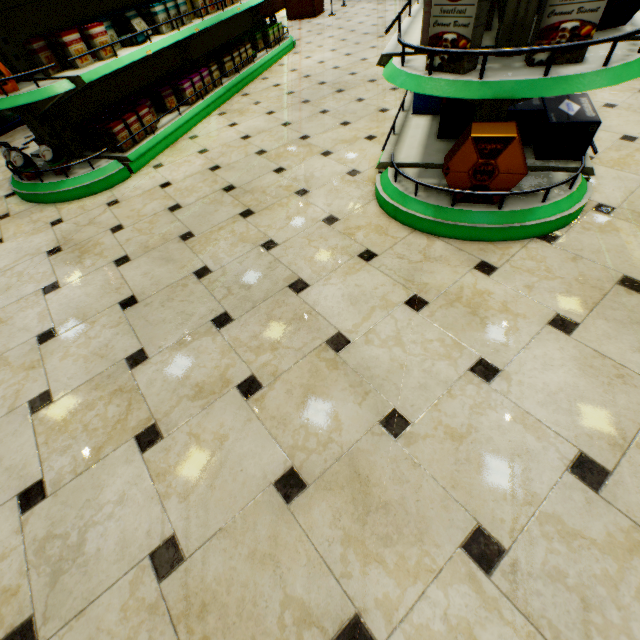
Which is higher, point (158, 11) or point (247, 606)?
point (158, 11)

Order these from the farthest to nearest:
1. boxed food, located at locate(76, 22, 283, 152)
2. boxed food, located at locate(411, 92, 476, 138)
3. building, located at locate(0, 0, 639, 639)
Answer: boxed food, located at locate(76, 22, 283, 152) < boxed food, located at locate(411, 92, 476, 138) < building, located at locate(0, 0, 639, 639)

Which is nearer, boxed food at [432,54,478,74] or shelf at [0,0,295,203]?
boxed food at [432,54,478,74]

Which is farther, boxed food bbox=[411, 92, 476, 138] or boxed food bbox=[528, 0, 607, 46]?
boxed food bbox=[411, 92, 476, 138]

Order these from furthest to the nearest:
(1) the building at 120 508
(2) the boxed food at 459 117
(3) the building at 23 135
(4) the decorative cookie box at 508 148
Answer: (3) the building at 23 135, (2) the boxed food at 459 117, (4) the decorative cookie box at 508 148, (1) the building at 120 508

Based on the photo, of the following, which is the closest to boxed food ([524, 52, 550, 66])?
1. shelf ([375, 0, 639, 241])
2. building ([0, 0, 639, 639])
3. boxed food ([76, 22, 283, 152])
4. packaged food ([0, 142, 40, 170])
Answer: shelf ([375, 0, 639, 241])

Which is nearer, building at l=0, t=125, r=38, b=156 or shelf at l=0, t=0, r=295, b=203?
shelf at l=0, t=0, r=295, b=203

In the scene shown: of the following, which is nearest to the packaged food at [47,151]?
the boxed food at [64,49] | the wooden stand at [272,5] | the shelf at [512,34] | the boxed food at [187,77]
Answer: the boxed food at [187,77]
